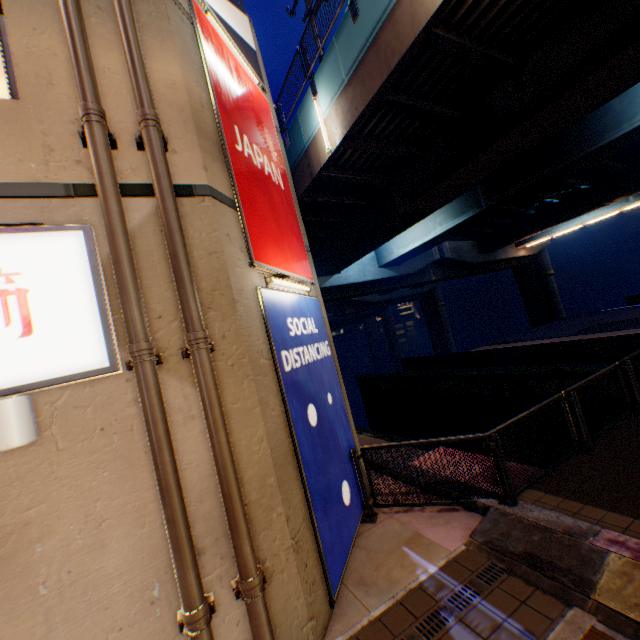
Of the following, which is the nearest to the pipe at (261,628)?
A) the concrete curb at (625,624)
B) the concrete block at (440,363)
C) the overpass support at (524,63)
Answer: the concrete curb at (625,624)

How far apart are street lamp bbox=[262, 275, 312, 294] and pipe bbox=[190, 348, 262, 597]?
1.5 meters

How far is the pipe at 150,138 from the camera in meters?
3.4 m

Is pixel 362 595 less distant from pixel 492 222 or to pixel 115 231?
pixel 115 231

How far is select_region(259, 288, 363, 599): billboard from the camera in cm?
452

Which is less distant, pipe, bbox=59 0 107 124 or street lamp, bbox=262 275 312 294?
pipe, bbox=59 0 107 124

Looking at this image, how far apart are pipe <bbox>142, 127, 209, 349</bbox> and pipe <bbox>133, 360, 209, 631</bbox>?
0.27m

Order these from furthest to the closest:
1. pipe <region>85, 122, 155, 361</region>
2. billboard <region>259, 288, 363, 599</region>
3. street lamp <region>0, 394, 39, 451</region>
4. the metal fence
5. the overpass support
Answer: the overpass support, the metal fence, billboard <region>259, 288, 363, 599</region>, pipe <region>85, 122, 155, 361</region>, street lamp <region>0, 394, 39, 451</region>
